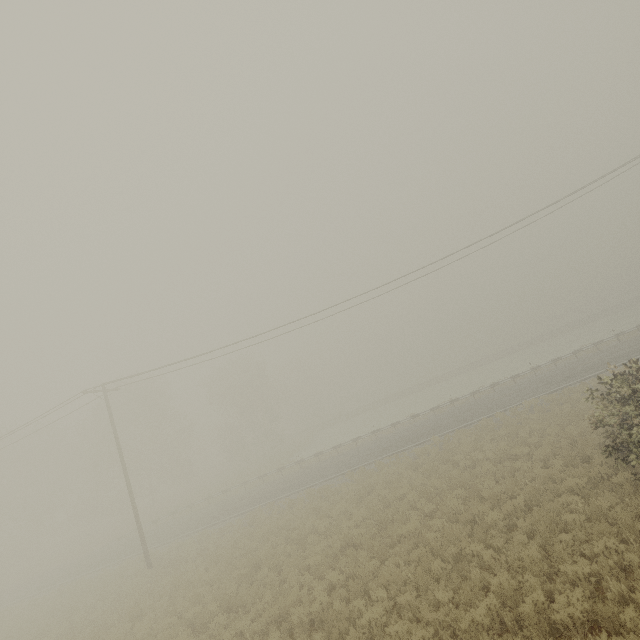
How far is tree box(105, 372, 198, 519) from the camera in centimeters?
4175cm

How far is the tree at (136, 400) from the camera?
41.8m

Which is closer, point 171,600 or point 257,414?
point 171,600

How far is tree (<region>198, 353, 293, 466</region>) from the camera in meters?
47.8 m

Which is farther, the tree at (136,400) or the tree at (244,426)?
the tree at (244,426)

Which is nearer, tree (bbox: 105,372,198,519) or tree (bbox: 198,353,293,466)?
tree (bbox: 105,372,198,519)
